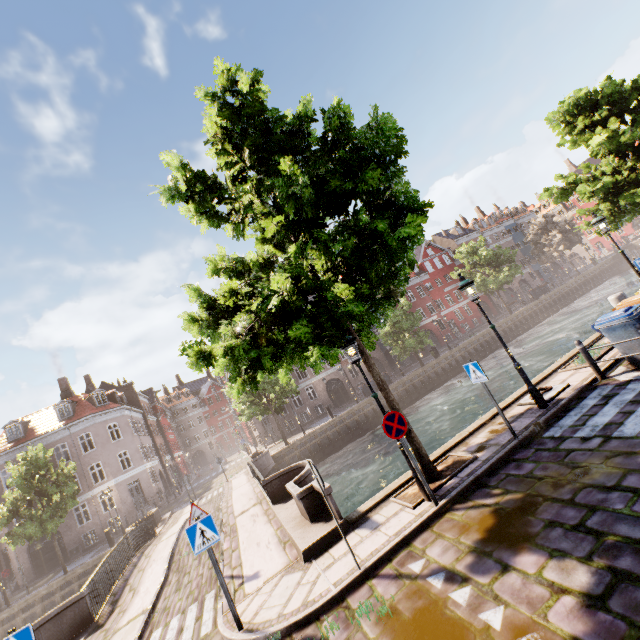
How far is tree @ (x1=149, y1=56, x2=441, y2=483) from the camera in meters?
5.7

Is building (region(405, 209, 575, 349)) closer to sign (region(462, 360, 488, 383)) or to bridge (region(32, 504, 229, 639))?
bridge (region(32, 504, 229, 639))

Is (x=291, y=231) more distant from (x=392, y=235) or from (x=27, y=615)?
(x=27, y=615)

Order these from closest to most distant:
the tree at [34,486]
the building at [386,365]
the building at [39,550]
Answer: the tree at [34,486]
the building at [39,550]
the building at [386,365]

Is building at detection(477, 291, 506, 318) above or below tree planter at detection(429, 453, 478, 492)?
above

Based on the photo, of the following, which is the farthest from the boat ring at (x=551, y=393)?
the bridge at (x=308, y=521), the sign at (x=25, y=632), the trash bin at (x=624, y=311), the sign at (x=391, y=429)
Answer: the sign at (x=25, y=632)

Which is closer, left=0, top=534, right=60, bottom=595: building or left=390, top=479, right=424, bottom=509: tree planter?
left=390, top=479, right=424, bottom=509: tree planter
